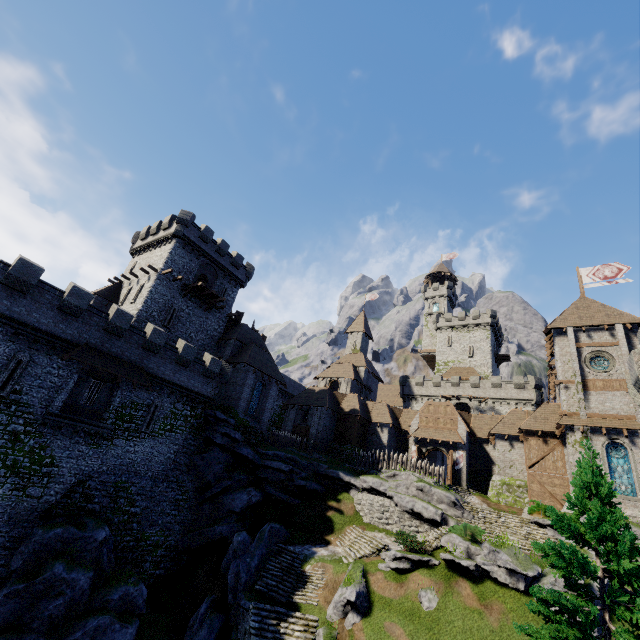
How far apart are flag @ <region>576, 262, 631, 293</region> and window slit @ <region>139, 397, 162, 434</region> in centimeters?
4208cm

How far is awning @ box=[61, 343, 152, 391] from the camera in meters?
21.1 m

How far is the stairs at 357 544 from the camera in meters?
22.9

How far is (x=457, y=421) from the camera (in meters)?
36.91

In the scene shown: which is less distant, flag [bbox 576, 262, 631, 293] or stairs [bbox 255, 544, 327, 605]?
stairs [bbox 255, 544, 327, 605]

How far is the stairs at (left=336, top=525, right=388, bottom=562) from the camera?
22.9m

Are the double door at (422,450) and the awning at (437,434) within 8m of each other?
yes

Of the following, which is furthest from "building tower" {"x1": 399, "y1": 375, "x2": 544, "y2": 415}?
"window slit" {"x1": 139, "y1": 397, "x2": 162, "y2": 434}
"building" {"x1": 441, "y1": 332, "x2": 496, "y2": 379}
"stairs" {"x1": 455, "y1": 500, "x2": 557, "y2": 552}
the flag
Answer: "window slit" {"x1": 139, "y1": 397, "x2": 162, "y2": 434}
